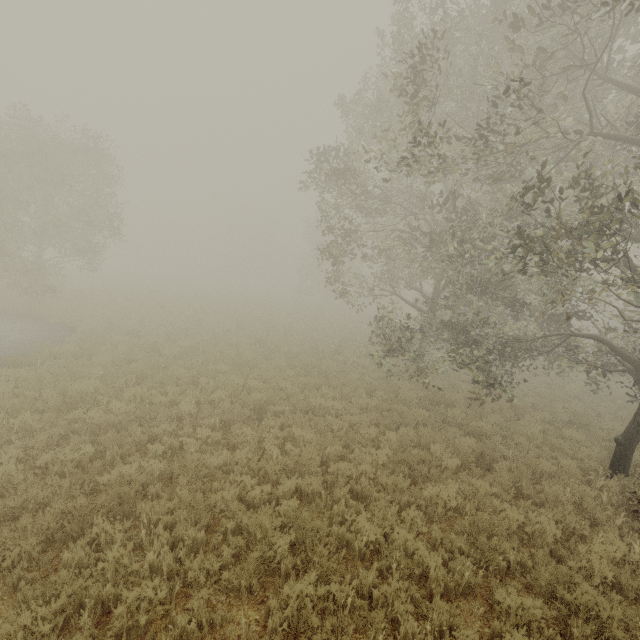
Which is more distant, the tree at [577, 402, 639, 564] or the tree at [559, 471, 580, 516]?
the tree at [559, 471, 580, 516]

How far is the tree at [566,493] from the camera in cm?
705

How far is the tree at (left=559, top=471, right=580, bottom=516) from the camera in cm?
705

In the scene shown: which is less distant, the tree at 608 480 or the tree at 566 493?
the tree at 608 480

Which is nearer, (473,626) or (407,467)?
(473,626)
